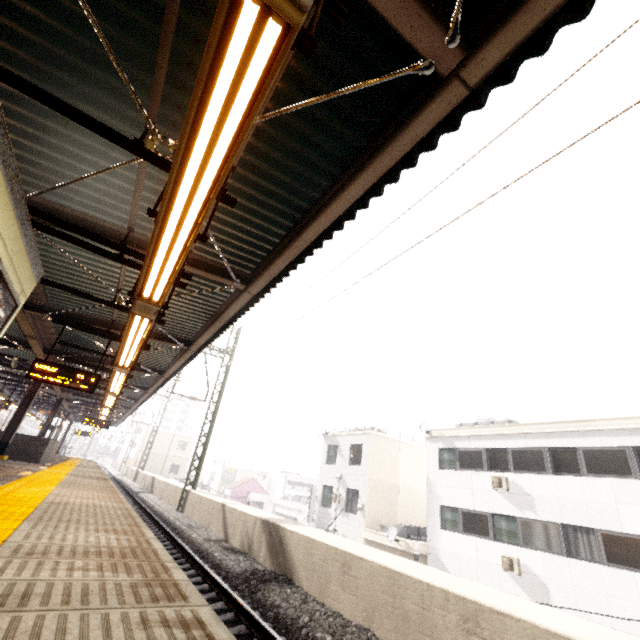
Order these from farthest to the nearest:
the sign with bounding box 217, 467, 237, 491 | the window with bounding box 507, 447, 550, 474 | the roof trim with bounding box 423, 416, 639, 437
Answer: the sign with bounding box 217, 467, 237, 491, the window with bounding box 507, 447, 550, 474, the roof trim with bounding box 423, 416, 639, 437

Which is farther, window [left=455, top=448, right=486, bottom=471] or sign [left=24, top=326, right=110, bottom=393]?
window [left=455, top=448, right=486, bottom=471]

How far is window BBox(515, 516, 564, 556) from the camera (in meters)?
13.24

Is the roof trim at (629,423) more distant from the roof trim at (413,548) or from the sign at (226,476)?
the sign at (226,476)

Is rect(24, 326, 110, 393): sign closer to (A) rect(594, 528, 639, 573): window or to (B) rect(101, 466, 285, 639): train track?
(B) rect(101, 466, 285, 639): train track

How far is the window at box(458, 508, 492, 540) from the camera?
15.54m

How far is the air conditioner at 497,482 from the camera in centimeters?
1538cm

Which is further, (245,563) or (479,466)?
(479,466)
